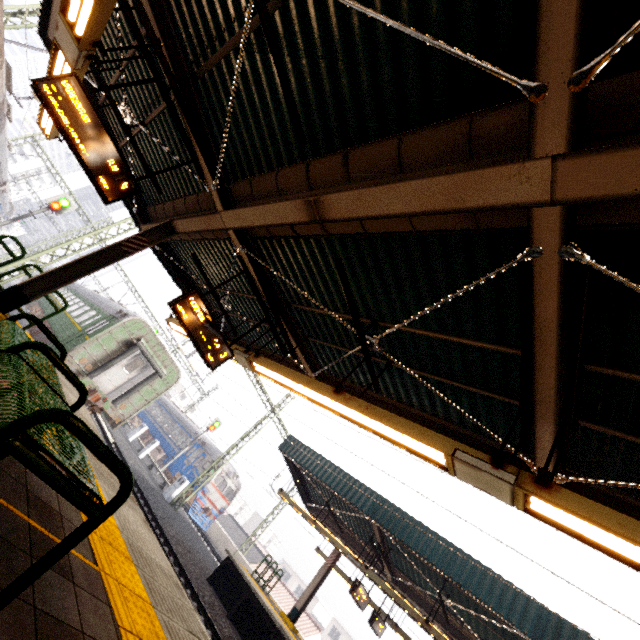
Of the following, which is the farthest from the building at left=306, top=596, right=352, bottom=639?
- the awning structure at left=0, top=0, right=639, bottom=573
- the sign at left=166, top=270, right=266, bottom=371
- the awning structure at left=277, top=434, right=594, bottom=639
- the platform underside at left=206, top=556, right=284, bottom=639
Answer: the sign at left=166, top=270, right=266, bottom=371

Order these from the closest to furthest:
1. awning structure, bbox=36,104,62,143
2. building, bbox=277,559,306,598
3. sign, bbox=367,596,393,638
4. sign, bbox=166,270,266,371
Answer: sign, bbox=166,270,266,371 → awning structure, bbox=36,104,62,143 → sign, bbox=367,596,393,638 → building, bbox=277,559,306,598

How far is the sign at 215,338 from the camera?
5.57m

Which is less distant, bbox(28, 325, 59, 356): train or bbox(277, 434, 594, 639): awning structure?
bbox(277, 434, 594, 639): awning structure

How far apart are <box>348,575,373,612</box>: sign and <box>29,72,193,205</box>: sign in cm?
1367

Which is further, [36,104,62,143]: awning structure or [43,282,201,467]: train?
[43,282,201,467]: train

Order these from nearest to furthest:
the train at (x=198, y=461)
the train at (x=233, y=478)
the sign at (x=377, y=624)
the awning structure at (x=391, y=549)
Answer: the awning structure at (x=391, y=549)
the sign at (x=377, y=624)
the train at (x=233, y=478)
the train at (x=198, y=461)

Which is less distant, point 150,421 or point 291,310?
point 291,310
